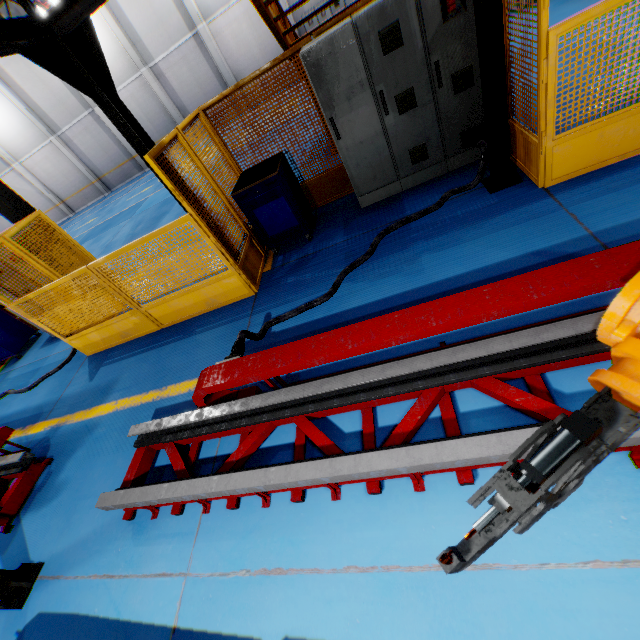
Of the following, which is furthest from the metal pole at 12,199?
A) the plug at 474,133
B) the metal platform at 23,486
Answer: the plug at 474,133

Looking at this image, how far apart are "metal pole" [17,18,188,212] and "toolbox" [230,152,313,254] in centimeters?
41cm

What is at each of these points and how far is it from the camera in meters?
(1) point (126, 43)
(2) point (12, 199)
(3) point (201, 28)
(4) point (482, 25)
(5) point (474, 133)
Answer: (1) cement column, 16.8 m
(2) metal pole, 7.3 m
(3) cement column, 16.2 m
(4) metal pole, 3.0 m
(5) plug, 4.3 m

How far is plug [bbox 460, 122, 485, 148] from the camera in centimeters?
427cm

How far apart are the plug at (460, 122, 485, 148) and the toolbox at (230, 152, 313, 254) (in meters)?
2.47

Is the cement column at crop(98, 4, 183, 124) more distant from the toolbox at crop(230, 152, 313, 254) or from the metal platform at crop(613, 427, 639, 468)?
the metal platform at crop(613, 427, 639, 468)

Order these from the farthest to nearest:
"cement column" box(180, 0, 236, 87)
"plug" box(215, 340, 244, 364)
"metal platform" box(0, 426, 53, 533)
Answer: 1. "cement column" box(180, 0, 236, 87)
2. "metal platform" box(0, 426, 53, 533)
3. "plug" box(215, 340, 244, 364)

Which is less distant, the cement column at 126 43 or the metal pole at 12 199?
the metal pole at 12 199
